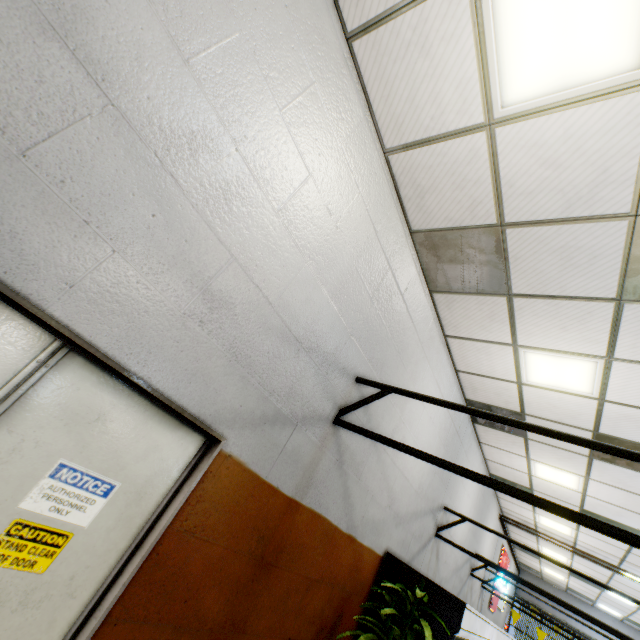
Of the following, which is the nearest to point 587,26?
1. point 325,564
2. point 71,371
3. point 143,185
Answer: point 143,185

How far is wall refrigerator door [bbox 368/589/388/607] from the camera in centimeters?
357cm

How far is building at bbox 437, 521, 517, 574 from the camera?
6.2m

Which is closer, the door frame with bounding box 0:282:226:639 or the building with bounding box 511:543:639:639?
the door frame with bounding box 0:282:226:639

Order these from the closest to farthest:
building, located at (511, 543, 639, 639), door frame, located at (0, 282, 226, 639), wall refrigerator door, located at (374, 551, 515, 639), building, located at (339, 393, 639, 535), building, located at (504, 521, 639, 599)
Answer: door frame, located at (0, 282, 226, 639)
wall refrigerator door, located at (374, 551, 515, 639)
building, located at (339, 393, 639, 535)
building, located at (504, 521, 639, 599)
building, located at (511, 543, 639, 639)

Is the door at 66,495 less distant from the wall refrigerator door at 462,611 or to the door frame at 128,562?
the door frame at 128,562

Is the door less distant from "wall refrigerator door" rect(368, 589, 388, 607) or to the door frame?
the door frame
